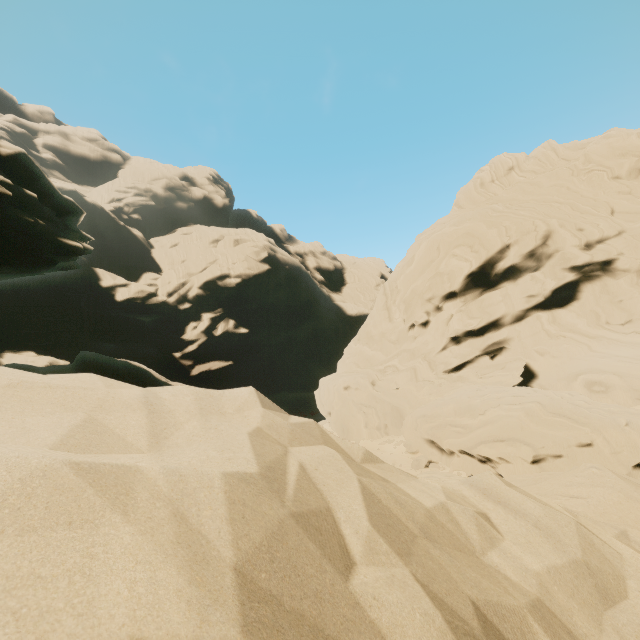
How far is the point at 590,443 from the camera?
15.7 meters
